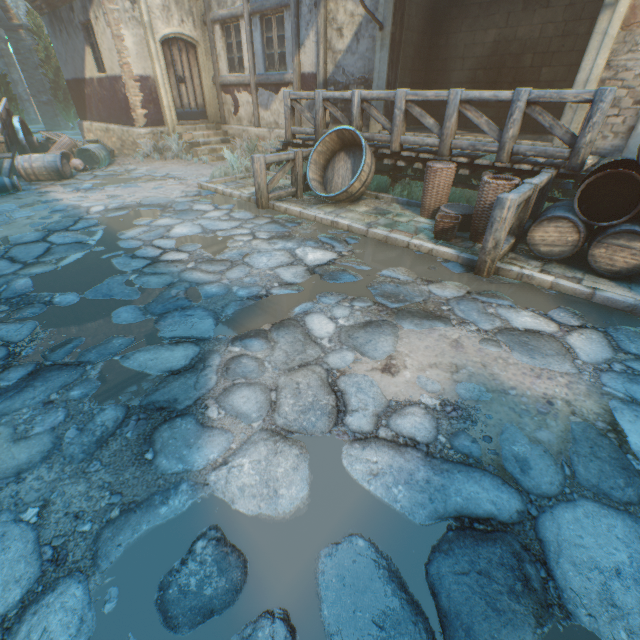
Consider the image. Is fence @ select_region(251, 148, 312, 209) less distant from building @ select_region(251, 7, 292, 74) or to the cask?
the cask

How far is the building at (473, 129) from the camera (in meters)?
7.53

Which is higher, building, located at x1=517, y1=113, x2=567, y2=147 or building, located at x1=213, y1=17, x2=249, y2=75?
building, located at x1=213, y1=17, x2=249, y2=75

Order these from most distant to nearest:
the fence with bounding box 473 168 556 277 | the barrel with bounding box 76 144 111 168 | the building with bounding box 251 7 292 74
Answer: the barrel with bounding box 76 144 111 168 → the building with bounding box 251 7 292 74 → the fence with bounding box 473 168 556 277

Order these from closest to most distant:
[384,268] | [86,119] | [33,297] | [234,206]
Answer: [33,297], [384,268], [234,206], [86,119]

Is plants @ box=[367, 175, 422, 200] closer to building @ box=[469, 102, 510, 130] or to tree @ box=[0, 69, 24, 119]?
building @ box=[469, 102, 510, 130]

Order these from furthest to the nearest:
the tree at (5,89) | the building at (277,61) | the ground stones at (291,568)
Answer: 1. the tree at (5,89)
2. the building at (277,61)
3. the ground stones at (291,568)

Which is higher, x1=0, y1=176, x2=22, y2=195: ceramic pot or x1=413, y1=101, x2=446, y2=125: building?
x1=413, y1=101, x2=446, y2=125: building
